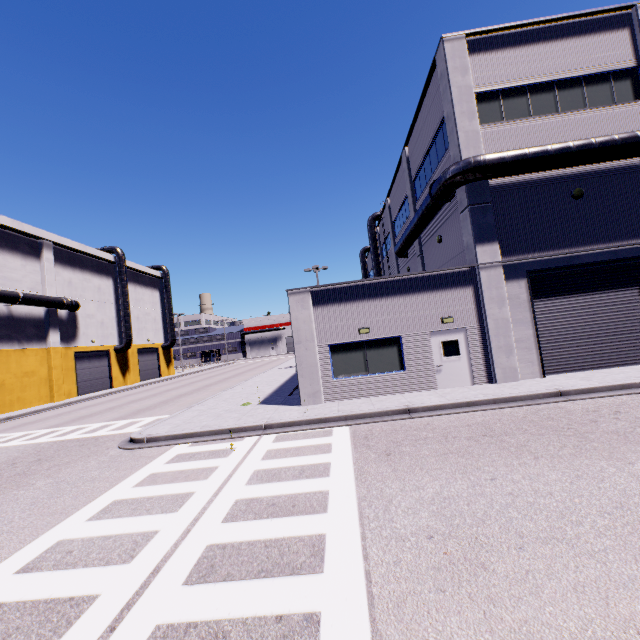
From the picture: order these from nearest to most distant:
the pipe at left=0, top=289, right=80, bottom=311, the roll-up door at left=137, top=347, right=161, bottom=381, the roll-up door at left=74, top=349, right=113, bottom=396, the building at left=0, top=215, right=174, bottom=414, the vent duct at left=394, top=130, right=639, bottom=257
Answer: the vent duct at left=394, top=130, right=639, bottom=257 → the pipe at left=0, top=289, right=80, bottom=311 → the building at left=0, top=215, right=174, bottom=414 → the roll-up door at left=74, top=349, right=113, bottom=396 → the roll-up door at left=137, top=347, right=161, bottom=381

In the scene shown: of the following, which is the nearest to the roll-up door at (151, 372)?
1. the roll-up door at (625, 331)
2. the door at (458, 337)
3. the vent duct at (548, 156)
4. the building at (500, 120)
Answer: the building at (500, 120)

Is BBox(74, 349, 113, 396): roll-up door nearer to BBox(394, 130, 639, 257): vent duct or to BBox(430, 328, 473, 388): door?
BBox(394, 130, 639, 257): vent duct

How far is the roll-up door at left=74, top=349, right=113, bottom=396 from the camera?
32.6 meters

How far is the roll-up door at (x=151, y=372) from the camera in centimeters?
4275cm

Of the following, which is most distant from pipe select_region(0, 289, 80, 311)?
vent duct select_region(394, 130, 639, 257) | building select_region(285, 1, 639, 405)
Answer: vent duct select_region(394, 130, 639, 257)

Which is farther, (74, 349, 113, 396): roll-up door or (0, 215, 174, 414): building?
(74, 349, 113, 396): roll-up door

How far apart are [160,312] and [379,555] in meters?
51.2 m
